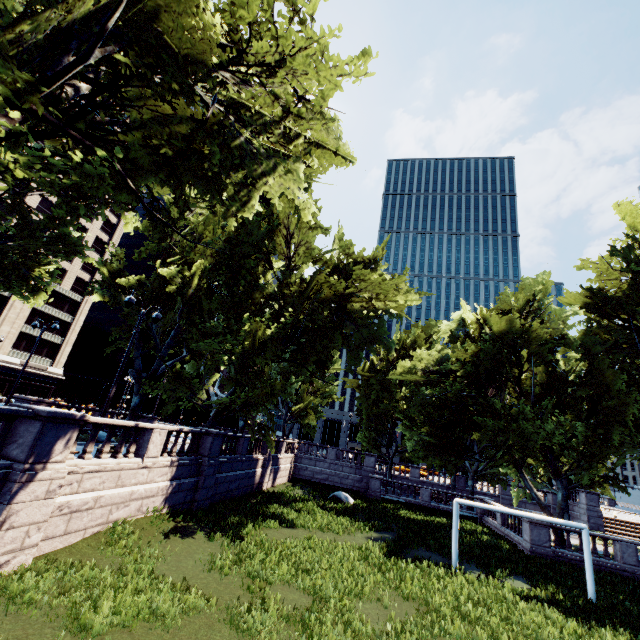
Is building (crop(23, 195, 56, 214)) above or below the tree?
above

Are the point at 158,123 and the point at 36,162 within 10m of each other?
yes

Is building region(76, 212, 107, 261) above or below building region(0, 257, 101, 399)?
above

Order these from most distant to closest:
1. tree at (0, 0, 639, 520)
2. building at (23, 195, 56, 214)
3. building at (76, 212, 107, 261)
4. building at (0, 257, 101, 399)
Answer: building at (76, 212, 107, 261)
building at (23, 195, 56, 214)
building at (0, 257, 101, 399)
tree at (0, 0, 639, 520)

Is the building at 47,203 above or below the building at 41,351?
above

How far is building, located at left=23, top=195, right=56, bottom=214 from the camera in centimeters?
4713cm
